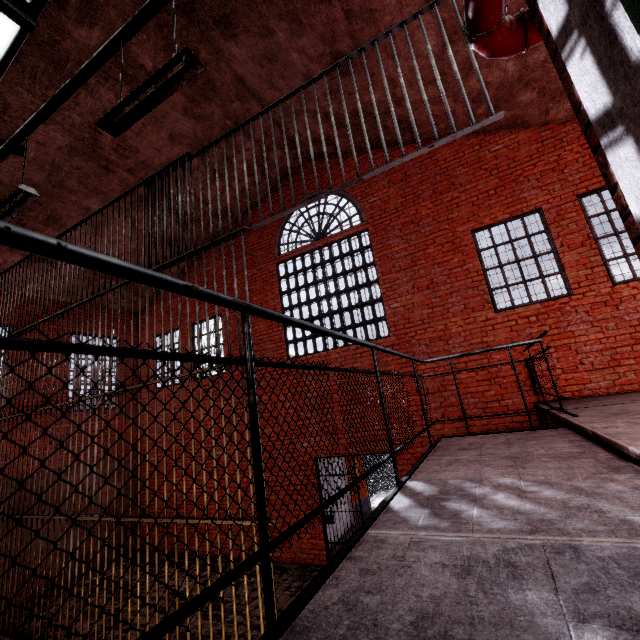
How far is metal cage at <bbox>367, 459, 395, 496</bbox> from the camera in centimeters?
1302cm

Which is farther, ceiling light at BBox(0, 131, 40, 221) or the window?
the window

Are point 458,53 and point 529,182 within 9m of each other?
yes

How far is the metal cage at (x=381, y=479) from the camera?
13.02m

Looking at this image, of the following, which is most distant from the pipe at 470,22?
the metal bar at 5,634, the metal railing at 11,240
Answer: the metal railing at 11,240

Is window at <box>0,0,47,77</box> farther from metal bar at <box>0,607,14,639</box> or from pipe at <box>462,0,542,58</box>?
metal bar at <box>0,607,14,639</box>

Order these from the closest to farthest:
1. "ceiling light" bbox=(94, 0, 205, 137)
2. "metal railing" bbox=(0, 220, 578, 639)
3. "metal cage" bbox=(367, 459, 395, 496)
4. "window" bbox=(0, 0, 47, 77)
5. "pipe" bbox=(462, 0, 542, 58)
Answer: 1. "metal railing" bbox=(0, 220, 578, 639)
2. "pipe" bbox=(462, 0, 542, 58)
3. "ceiling light" bbox=(94, 0, 205, 137)
4. "window" bbox=(0, 0, 47, 77)
5. "metal cage" bbox=(367, 459, 395, 496)

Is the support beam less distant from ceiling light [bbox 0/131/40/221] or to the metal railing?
ceiling light [bbox 0/131/40/221]
